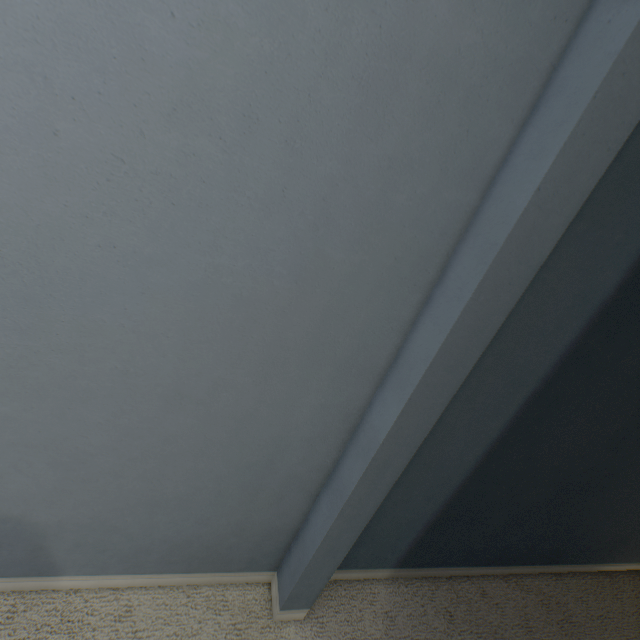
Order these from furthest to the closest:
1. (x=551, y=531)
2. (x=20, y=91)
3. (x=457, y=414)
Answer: (x=551, y=531) < (x=457, y=414) < (x=20, y=91)
